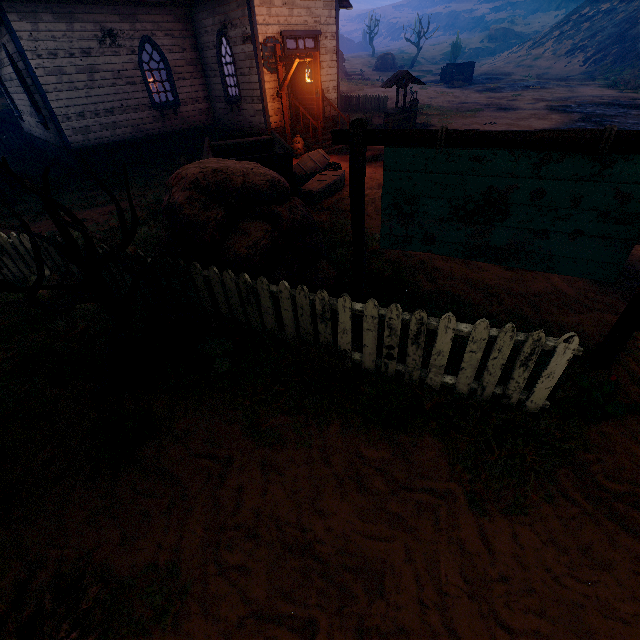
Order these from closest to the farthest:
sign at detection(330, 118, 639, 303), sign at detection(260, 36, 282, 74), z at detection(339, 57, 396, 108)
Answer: sign at detection(330, 118, 639, 303) → sign at detection(260, 36, 282, 74) → z at detection(339, 57, 396, 108)

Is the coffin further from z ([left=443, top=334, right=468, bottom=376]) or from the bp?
the bp

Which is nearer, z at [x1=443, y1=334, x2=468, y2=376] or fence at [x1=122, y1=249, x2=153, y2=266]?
z at [x1=443, y1=334, x2=468, y2=376]

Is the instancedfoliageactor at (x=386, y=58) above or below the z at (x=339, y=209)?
above

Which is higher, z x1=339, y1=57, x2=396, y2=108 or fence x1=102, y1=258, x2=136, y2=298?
z x1=339, y1=57, x2=396, y2=108

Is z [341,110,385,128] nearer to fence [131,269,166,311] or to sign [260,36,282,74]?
fence [131,269,166,311]

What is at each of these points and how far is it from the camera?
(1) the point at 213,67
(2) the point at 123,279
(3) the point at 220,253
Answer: (1) building, 12.87m
(2) fence, 4.91m
(3) instancedfoliageactor, 4.35m

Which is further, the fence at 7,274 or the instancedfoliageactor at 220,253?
the fence at 7,274
